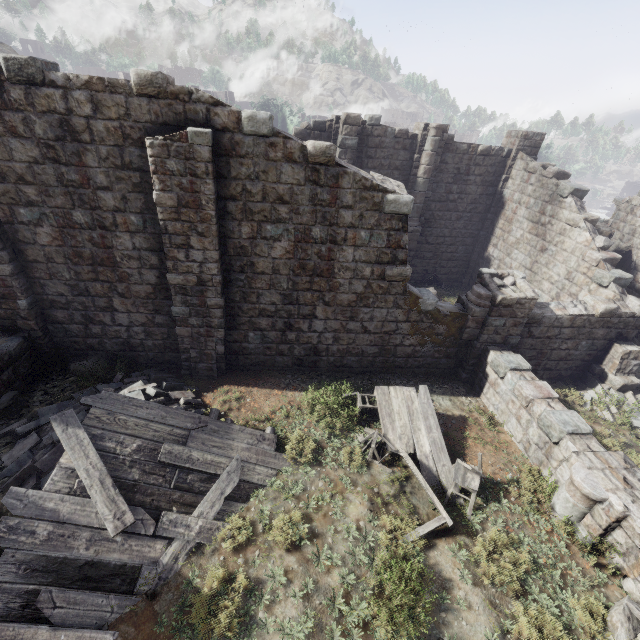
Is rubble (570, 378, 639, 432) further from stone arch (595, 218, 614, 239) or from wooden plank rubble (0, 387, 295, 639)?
wooden plank rubble (0, 387, 295, 639)

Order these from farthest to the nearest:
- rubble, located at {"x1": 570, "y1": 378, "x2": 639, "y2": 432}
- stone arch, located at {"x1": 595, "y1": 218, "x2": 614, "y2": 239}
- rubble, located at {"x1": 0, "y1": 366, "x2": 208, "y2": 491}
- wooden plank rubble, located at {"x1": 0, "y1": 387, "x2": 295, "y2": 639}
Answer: stone arch, located at {"x1": 595, "y1": 218, "x2": 614, "y2": 239}
rubble, located at {"x1": 570, "y1": 378, "x2": 639, "y2": 432}
rubble, located at {"x1": 0, "y1": 366, "x2": 208, "y2": 491}
wooden plank rubble, located at {"x1": 0, "y1": 387, "x2": 295, "y2": 639}

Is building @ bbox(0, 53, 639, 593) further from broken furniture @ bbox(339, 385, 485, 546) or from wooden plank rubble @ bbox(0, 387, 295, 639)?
wooden plank rubble @ bbox(0, 387, 295, 639)

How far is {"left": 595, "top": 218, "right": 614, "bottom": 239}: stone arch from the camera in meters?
16.5 m

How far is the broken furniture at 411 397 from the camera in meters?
6.9 m

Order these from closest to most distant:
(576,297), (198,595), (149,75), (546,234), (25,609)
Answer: (25,609)
(198,595)
(149,75)
(576,297)
(546,234)

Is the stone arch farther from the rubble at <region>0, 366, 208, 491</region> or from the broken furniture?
the rubble at <region>0, 366, 208, 491</region>

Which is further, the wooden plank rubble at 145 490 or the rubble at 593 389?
the rubble at 593 389
